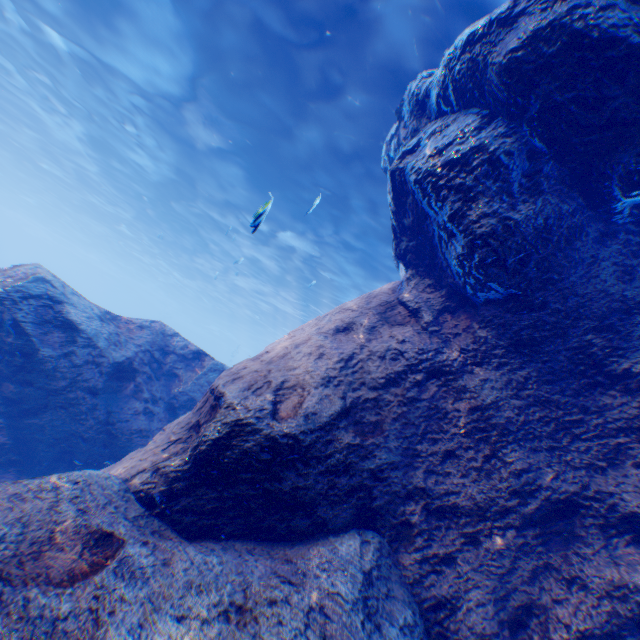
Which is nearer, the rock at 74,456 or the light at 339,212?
the rock at 74,456

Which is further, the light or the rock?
the light

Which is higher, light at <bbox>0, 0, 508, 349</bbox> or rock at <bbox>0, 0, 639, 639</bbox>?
light at <bbox>0, 0, 508, 349</bbox>

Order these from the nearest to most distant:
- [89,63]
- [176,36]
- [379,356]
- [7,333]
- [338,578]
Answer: [338,578] < [379,356] < [7,333] < [176,36] < [89,63]

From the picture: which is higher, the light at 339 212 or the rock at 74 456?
the light at 339 212
